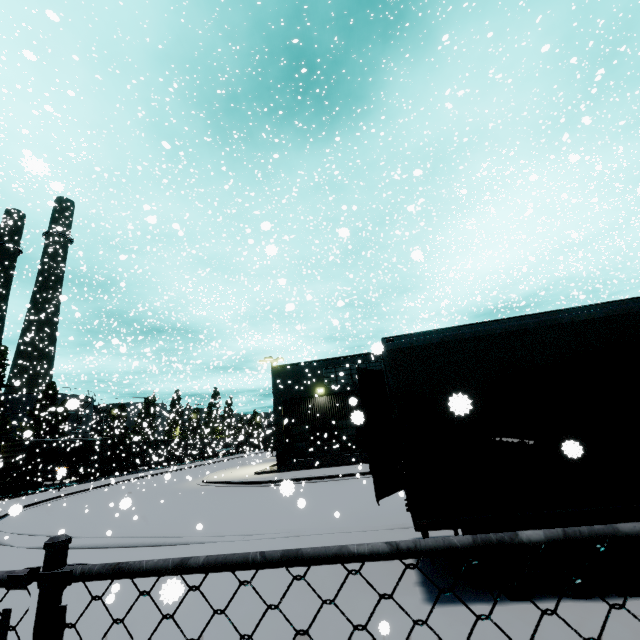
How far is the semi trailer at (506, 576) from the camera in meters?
4.2 m

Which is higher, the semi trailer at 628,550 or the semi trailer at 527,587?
the semi trailer at 628,550

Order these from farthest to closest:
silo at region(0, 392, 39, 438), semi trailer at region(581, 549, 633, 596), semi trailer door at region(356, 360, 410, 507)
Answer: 1. silo at region(0, 392, 39, 438)
2. semi trailer door at region(356, 360, 410, 507)
3. semi trailer at region(581, 549, 633, 596)

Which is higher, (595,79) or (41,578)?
(595,79)

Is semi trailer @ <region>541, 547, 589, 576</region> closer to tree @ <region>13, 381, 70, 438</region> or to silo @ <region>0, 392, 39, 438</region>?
silo @ <region>0, 392, 39, 438</region>

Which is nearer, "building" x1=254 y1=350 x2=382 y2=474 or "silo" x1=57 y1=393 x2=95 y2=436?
"silo" x1=57 y1=393 x2=95 y2=436

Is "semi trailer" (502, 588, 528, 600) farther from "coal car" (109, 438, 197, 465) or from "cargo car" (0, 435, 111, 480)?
"cargo car" (0, 435, 111, 480)

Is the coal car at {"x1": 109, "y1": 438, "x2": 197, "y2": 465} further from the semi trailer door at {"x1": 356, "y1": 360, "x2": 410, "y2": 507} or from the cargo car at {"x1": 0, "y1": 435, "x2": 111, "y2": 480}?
the semi trailer door at {"x1": 356, "y1": 360, "x2": 410, "y2": 507}
